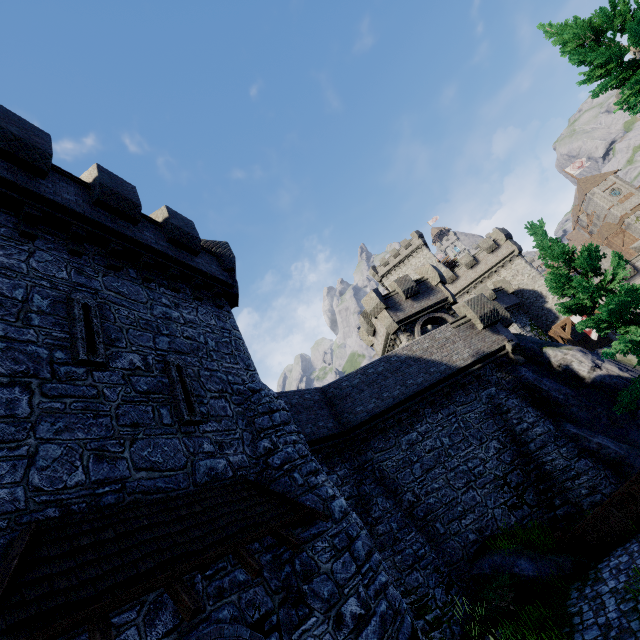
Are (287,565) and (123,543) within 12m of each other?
yes

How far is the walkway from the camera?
30.2m

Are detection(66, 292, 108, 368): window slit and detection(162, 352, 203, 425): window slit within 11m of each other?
yes

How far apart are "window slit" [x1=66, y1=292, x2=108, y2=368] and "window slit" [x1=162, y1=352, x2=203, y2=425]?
1.3m

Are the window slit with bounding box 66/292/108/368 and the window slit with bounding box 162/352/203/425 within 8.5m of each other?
yes

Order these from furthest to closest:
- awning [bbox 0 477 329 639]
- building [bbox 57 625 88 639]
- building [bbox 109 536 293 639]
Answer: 1. building [bbox 109 536 293 639]
2. building [bbox 57 625 88 639]
3. awning [bbox 0 477 329 639]

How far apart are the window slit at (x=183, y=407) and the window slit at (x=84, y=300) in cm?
133

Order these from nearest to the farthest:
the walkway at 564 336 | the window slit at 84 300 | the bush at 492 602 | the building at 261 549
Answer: the building at 261 549
the window slit at 84 300
the bush at 492 602
the walkway at 564 336
